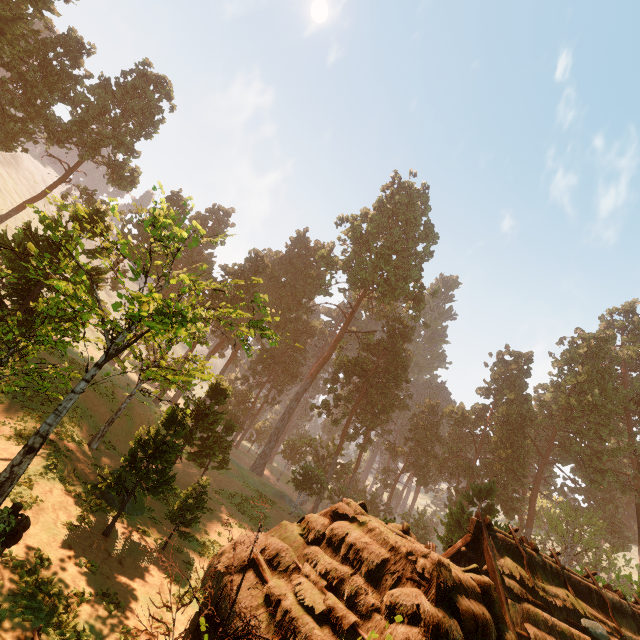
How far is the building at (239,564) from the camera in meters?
7.5

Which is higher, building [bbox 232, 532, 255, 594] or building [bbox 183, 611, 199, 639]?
building [bbox 232, 532, 255, 594]

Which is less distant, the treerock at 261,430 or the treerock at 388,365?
the treerock at 388,365

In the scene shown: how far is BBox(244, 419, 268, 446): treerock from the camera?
55.53m

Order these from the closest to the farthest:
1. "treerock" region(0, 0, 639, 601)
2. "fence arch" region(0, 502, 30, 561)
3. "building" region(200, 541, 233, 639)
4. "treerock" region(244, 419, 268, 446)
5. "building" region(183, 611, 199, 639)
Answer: "fence arch" region(0, 502, 30, 561) → "building" region(200, 541, 233, 639) → "building" region(183, 611, 199, 639) → "treerock" region(0, 0, 639, 601) → "treerock" region(244, 419, 268, 446)

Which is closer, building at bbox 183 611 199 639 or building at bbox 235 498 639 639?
building at bbox 235 498 639 639

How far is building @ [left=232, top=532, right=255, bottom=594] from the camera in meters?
7.5

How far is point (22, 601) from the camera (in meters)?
9.23
